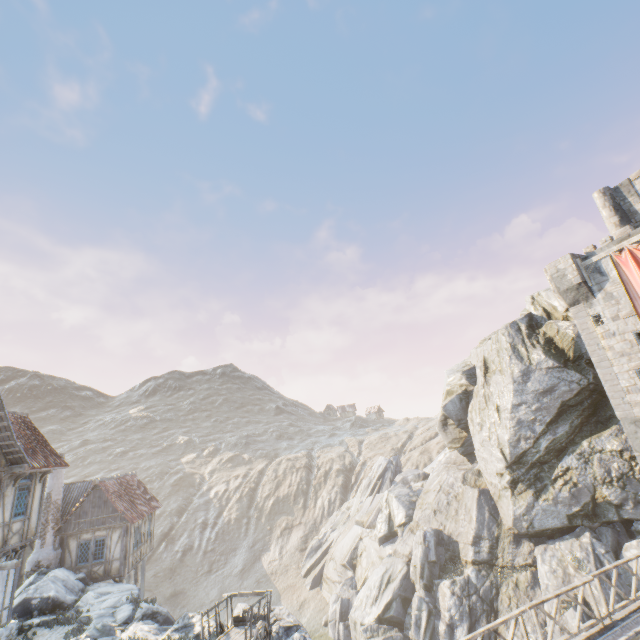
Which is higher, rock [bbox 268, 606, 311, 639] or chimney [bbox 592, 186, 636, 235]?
chimney [bbox 592, 186, 636, 235]

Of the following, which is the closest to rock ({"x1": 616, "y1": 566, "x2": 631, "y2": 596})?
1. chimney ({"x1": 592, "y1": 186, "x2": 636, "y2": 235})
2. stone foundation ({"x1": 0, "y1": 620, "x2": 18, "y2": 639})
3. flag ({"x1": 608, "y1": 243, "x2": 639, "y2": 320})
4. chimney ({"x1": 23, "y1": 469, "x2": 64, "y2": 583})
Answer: chimney ({"x1": 23, "y1": 469, "x2": 64, "y2": 583})

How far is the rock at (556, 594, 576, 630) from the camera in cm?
1678

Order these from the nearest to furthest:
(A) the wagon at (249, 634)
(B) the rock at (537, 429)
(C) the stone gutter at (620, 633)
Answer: (C) the stone gutter at (620, 633)
(A) the wagon at (249, 634)
(B) the rock at (537, 429)

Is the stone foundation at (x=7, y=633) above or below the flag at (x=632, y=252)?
below

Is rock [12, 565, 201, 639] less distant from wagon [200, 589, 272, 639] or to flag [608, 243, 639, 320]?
wagon [200, 589, 272, 639]

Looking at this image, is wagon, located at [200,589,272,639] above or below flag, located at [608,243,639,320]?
below

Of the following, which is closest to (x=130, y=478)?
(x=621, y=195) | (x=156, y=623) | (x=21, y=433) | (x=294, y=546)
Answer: (x=21, y=433)
